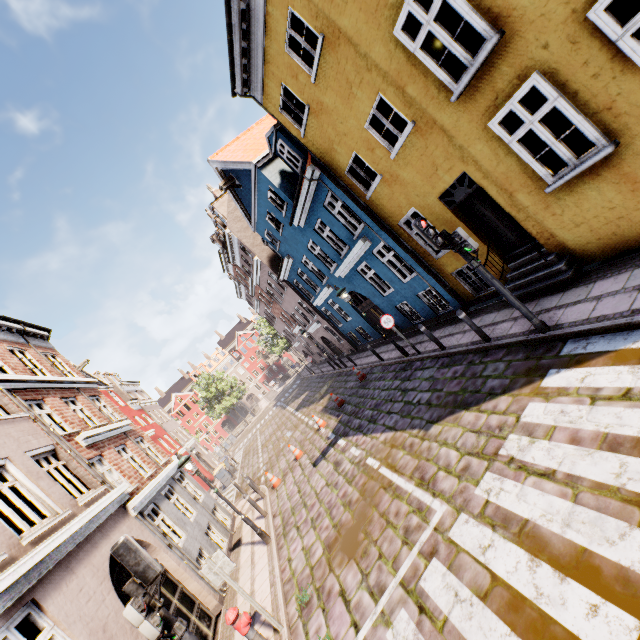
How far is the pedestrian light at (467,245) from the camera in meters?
6.2

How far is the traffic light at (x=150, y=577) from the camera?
4.4m

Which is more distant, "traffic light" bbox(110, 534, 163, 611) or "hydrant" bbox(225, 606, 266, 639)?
"hydrant" bbox(225, 606, 266, 639)

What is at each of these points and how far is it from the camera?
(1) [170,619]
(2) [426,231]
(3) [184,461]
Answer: (1) traffic light pole, 4.39m
(2) traffic light, 6.41m
(3) street light, 9.48m

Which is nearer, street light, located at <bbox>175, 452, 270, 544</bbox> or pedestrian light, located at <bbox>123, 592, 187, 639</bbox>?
pedestrian light, located at <bbox>123, 592, 187, 639</bbox>

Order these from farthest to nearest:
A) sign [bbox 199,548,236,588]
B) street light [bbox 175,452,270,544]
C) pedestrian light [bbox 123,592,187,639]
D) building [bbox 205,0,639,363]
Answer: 1. street light [bbox 175,452,270,544]
2. sign [bbox 199,548,236,588]
3. building [bbox 205,0,639,363]
4. pedestrian light [bbox 123,592,187,639]

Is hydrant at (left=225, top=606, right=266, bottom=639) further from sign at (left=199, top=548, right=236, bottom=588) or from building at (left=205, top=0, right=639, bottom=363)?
building at (left=205, top=0, right=639, bottom=363)

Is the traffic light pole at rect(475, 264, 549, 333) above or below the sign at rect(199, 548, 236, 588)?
below
